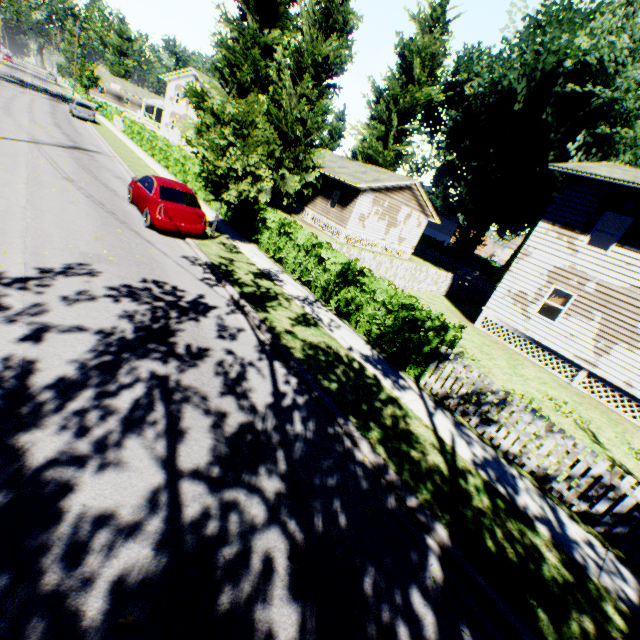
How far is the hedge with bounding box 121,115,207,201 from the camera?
20.0m

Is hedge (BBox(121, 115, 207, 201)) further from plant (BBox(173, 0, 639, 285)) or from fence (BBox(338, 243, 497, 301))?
fence (BBox(338, 243, 497, 301))

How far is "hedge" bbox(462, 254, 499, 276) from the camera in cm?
5265

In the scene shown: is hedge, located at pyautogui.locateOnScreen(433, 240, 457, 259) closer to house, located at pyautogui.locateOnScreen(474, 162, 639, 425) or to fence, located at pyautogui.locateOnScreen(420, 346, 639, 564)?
fence, located at pyautogui.locateOnScreen(420, 346, 639, 564)

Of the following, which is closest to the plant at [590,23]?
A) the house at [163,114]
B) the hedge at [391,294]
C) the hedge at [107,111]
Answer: the house at [163,114]

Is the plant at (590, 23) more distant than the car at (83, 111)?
No

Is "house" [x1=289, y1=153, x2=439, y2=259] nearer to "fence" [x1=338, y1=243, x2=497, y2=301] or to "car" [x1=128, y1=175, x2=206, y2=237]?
"fence" [x1=338, y1=243, x2=497, y2=301]

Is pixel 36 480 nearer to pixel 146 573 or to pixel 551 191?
pixel 146 573
